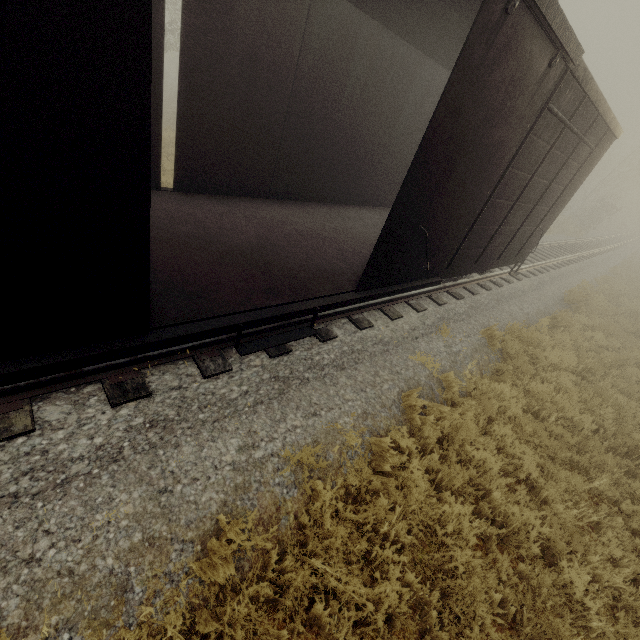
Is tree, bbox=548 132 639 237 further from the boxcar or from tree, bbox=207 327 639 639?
the boxcar

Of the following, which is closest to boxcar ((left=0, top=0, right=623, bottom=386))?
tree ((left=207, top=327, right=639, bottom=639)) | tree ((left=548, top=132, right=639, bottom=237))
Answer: tree ((left=207, top=327, right=639, bottom=639))

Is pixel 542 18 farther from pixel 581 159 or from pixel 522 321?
pixel 522 321

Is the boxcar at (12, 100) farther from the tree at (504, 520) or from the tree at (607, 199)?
the tree at (607, 199)

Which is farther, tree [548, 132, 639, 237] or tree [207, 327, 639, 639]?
tree [548, 132, 639, 237]

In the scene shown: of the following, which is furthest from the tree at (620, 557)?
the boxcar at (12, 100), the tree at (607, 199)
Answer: the tree at (607, 199)

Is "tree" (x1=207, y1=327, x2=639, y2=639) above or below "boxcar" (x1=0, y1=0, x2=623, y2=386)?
below
